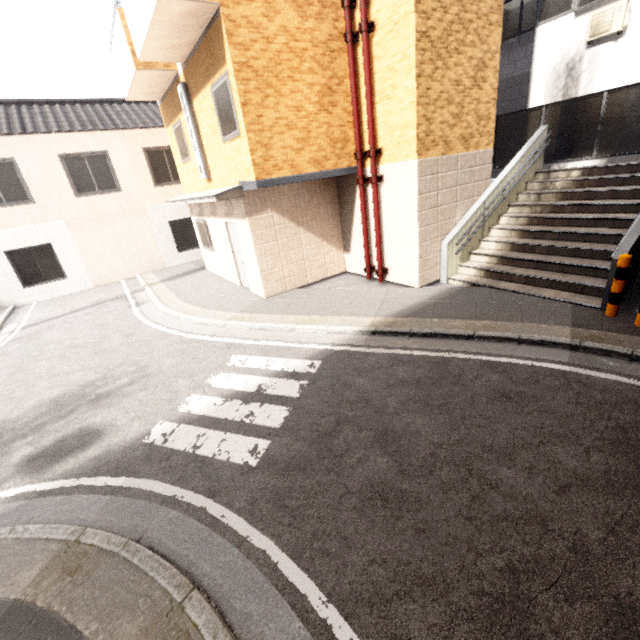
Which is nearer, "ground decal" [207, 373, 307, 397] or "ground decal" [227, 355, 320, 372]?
"ground decal" [207, 373, 307, 397]

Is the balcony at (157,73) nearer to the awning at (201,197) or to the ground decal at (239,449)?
the awning at (201,197)

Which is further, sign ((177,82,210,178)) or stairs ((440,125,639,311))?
sign ((177,82,210,178))

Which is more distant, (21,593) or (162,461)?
(162,461)

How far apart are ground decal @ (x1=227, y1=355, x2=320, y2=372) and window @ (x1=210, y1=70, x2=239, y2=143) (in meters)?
4.82

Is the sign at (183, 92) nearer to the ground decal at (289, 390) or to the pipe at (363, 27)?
the pipe at (363, 27)

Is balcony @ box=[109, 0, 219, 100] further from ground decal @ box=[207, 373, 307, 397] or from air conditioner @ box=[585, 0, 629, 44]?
air conditioner @ box=[585, 0, 629, 44]

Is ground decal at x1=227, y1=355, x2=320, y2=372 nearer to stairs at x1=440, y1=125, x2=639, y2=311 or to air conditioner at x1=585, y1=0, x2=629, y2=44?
stairs at x1=440, y1=125, x2=639, y2=311
